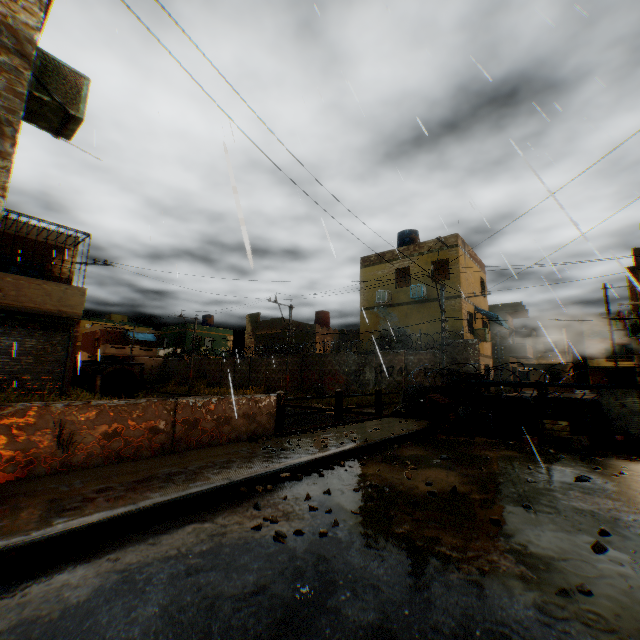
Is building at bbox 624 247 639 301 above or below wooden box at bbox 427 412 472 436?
above

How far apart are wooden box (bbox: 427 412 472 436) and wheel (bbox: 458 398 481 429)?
0.7 meters

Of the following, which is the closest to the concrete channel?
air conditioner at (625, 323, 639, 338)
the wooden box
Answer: the wooden box

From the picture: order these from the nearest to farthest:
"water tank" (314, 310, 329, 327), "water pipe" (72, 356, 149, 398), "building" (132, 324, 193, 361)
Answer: "water pipe" (72, 356, 149, 398), "water tank" (314, 310, 329, 327), "building" (132, 324, 193, 361)

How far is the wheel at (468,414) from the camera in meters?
9.6 m

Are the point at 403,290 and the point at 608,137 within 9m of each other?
no

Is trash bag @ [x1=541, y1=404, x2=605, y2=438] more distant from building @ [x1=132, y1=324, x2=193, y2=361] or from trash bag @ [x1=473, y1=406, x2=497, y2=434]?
building @ [x1=132, y1=324, x2=193, y2=361]

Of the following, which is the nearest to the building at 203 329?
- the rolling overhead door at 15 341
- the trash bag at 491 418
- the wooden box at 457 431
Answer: the rolling overhead door at 15 341
